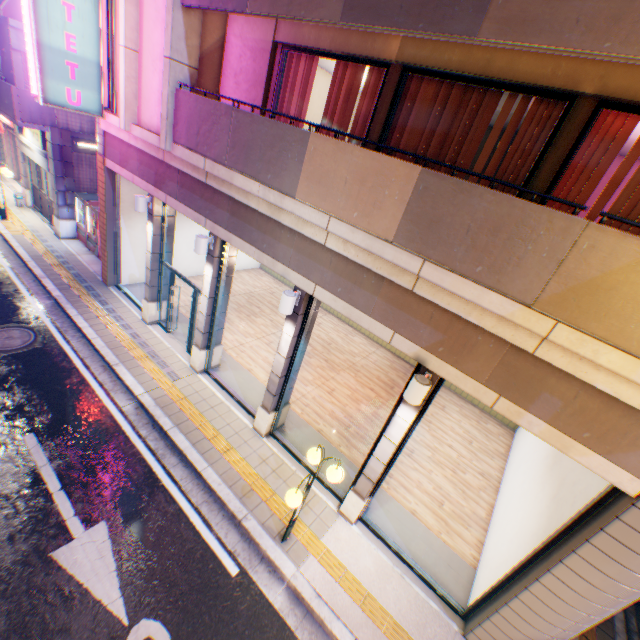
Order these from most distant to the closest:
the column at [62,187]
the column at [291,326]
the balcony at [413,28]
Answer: the column at [62,187], the column at [291,326], the balcony at [413,28]

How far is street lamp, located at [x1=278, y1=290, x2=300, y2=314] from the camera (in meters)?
6.11

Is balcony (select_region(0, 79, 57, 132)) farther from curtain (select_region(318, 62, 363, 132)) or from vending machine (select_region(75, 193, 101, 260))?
curtain (select_region(318, 62, 363, 132))

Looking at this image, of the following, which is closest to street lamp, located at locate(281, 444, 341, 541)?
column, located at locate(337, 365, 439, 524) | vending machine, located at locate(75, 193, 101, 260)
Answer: column, located at locate(337, 365, 439, 524)

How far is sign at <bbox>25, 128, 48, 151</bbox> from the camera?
12.78m

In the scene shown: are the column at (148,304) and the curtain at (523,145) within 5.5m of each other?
no

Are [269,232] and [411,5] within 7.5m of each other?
yes

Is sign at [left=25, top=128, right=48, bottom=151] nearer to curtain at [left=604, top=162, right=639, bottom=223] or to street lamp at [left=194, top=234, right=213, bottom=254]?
street lamp at [left=194, top=234, right=213, bottom=254]
